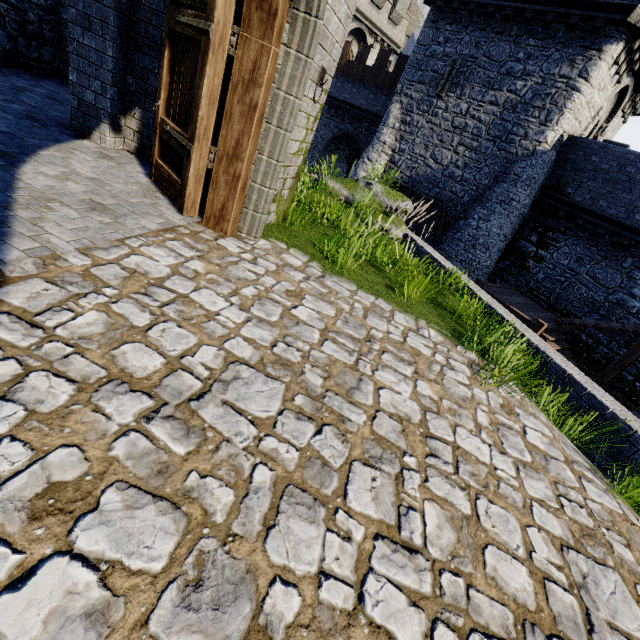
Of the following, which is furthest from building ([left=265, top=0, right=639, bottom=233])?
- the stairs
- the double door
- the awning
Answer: the double door

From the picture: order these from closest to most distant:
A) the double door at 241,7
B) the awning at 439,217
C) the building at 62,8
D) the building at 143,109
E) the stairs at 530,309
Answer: the double door at 241,7, the building at 143,109, the building at 62,8, the stairs at 530,309, the awning at 439,217

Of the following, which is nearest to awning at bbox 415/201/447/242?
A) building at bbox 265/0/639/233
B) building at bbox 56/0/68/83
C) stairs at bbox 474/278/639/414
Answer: building at bbox 265/0/639/233

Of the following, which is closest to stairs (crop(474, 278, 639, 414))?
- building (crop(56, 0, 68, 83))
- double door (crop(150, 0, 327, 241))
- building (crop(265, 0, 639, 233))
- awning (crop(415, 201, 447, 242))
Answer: awning (crop(415, 201, 447, 242))

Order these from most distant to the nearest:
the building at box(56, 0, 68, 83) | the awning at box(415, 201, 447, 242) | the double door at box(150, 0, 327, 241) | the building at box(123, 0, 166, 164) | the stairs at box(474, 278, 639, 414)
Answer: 1. the awning at box(415, 201, 447, 242)
2. the stairs at box(474, 278, 639, 414)
3. the building at box(56, 0, 68, 83)
4. the building at box(123, 0, 166, 164)
5. the double door at box(150, 0, 327, 241)

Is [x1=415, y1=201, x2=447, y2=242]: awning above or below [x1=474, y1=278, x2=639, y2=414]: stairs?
above

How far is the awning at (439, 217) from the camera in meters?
17.9

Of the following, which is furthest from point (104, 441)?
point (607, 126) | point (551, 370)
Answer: point (607, 126)
